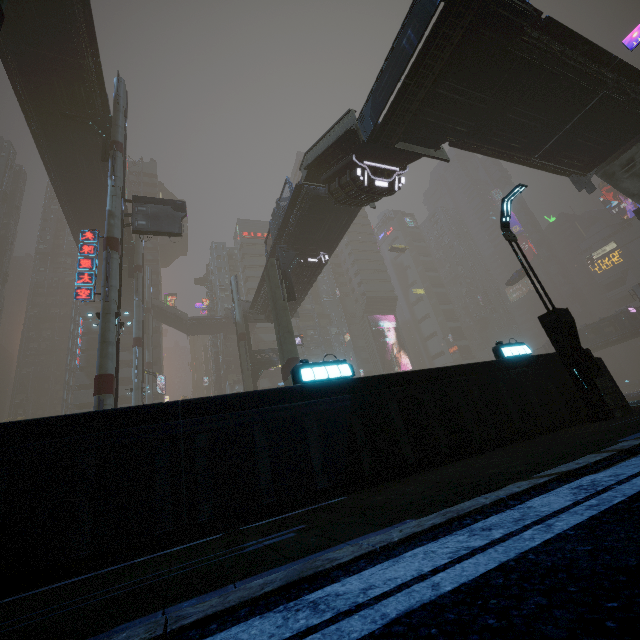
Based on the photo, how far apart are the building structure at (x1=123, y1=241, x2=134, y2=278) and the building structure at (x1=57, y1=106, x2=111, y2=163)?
14.65m

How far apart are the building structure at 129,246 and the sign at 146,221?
14.8 meters

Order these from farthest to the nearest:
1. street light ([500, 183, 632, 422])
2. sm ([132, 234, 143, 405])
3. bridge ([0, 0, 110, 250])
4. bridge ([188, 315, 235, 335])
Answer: bridge ([188, 315, 235, 335]) < sm ([132, 234, 143, 405]) < bridge ([0, 0, 110, 250]) < street light ([500, 183, 632, 422])

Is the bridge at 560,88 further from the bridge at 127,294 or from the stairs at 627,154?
the bridge at 127,294

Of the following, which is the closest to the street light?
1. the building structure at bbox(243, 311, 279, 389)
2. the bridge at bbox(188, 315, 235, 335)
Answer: the building structure at bbox(243, 311, 279, 389)

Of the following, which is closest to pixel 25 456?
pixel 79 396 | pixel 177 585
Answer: pixel 177 585

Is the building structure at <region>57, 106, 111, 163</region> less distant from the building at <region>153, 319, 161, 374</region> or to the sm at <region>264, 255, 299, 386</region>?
the sm at <region>264, 255, 299, 386</region>

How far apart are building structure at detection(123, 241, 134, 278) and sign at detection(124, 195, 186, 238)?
14.8m
